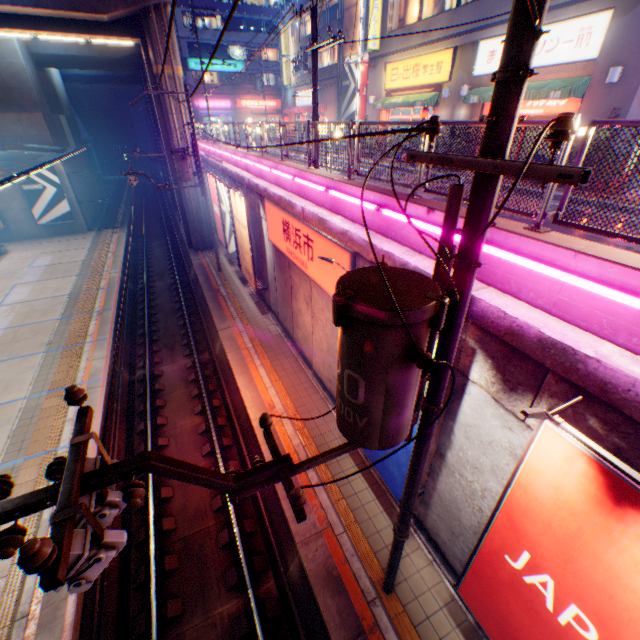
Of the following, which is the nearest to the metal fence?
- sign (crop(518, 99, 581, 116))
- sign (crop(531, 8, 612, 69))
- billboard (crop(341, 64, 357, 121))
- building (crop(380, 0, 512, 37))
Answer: building (crop(380, 0, 512, 37))

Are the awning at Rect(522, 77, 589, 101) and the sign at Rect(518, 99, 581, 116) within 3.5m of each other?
yes

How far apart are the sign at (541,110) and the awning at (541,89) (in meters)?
0.10

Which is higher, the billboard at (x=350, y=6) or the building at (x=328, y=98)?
the billboard at (x=350, y=6)

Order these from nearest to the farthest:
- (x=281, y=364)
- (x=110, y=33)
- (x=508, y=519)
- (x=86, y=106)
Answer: (x=508, y=519), (x=281, y=364), (x=110, y=33), (x=86, y=106)

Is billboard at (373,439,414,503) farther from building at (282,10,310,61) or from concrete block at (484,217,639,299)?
building at (282,10,310,61)

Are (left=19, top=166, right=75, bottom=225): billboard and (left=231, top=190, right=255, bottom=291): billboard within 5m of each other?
no

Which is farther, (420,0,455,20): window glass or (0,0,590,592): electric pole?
(420,0,455,20): window glass
